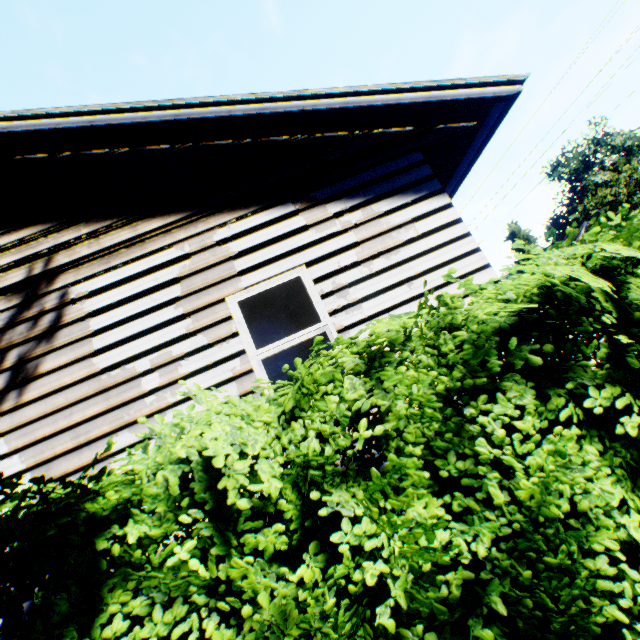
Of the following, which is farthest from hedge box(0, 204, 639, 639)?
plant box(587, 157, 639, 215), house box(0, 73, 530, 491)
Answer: plant box(587, 157, 639, 215)

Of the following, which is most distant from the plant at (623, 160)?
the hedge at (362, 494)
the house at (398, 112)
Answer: the hedge at (362, 494)

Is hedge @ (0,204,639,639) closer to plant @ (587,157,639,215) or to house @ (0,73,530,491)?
house @ (0,73,530,491)

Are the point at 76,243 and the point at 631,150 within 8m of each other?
no

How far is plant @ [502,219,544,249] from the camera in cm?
5375

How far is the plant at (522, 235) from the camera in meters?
53.8
